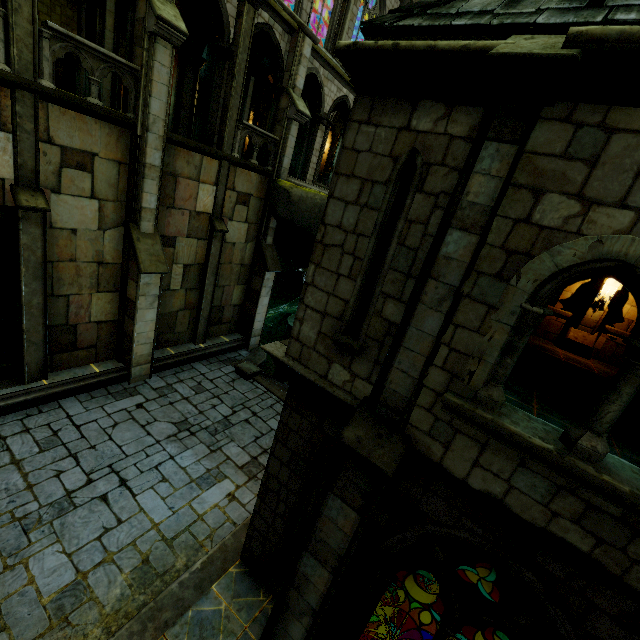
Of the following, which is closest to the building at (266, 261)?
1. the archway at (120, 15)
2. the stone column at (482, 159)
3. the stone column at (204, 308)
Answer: the archway at (120, 15)

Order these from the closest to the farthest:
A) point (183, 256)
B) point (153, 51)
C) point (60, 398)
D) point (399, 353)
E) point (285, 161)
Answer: point (399, 353)
point (153, 51)
point (60, 398)
point (183, 256)
point (285, 161)

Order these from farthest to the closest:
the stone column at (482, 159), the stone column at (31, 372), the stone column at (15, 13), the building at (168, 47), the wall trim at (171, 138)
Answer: the wall trim at (171, 138)
the building at (168, 47)
the stone column at (31, 372)
the stone column at (15, 13)
the stone column at (482, 159)

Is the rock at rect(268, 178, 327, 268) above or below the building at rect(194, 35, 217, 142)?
below

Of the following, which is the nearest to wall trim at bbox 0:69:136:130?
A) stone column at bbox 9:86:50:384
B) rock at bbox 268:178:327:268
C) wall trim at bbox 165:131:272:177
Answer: stone column at bbox 9:86:50:384

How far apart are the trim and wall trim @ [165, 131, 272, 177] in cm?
853

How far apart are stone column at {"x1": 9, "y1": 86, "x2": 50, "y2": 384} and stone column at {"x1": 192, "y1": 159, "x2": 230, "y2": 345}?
5.30m

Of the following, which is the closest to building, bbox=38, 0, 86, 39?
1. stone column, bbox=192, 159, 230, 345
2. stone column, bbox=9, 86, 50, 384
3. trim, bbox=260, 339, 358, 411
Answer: stone column, bbox=192, 159, 230, 345
